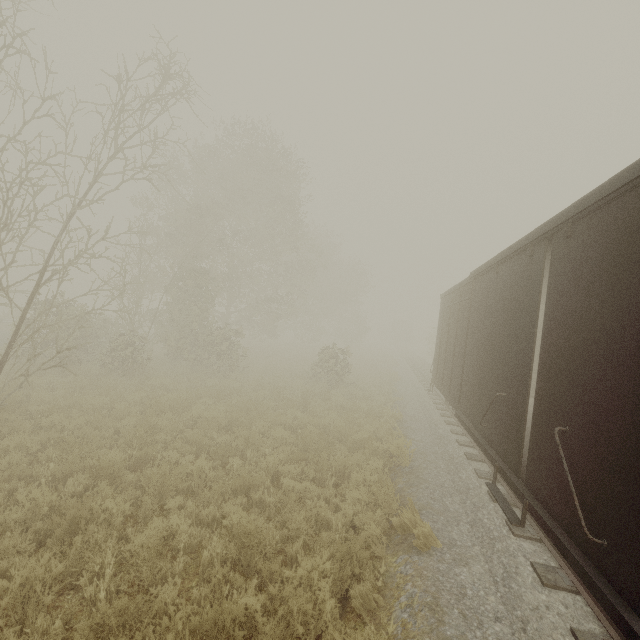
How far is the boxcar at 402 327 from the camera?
59.22m

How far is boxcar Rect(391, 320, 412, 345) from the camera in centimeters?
5922cm

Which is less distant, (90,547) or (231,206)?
(90,547)

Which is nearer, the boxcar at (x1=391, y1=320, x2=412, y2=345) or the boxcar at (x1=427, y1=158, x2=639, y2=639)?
the boxcar at (x1=427, y1=158, x2=639, y2=639)

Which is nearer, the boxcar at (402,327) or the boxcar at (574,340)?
the boxcar at (574,340)
